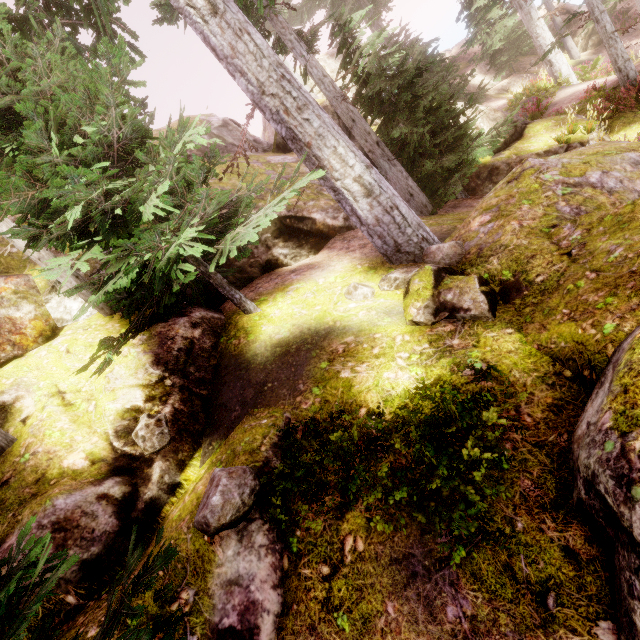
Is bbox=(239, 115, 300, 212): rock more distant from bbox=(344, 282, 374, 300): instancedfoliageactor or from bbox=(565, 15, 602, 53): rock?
bbox=(565, 15, 602, 53): rock

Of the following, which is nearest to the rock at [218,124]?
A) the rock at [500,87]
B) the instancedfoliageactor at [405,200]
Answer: the instancedfoliageactor at [405,200]

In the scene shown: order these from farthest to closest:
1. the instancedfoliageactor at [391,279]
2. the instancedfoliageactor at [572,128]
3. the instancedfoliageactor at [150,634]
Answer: the instancedfoliageactor at [572,128] → the instancedfoliageactor at [391,279] → the instancedfoliageactor at [150,634]

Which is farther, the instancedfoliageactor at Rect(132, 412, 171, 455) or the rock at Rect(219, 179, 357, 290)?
the rock at Rect(219, 179, 357, 290)

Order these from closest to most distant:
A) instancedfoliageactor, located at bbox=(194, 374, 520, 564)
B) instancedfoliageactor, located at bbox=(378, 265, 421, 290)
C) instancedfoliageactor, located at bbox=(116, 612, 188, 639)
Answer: instancedfoliageactor, located at bbox=(116, 612, 188, 639), instancedfoliageactor, located at bbox=(194, 374, 520, 564), instancedfoliageactor, located at bbox=(378, 265, 421, 290)

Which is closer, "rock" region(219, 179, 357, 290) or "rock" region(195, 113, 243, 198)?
"rock" region(219, 179, 357, 290)

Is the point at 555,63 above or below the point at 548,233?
below

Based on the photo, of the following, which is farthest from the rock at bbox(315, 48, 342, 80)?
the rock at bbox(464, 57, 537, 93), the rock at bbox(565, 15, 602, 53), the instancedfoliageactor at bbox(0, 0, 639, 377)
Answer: the rock at bbox(565, 15, 602, 53)
